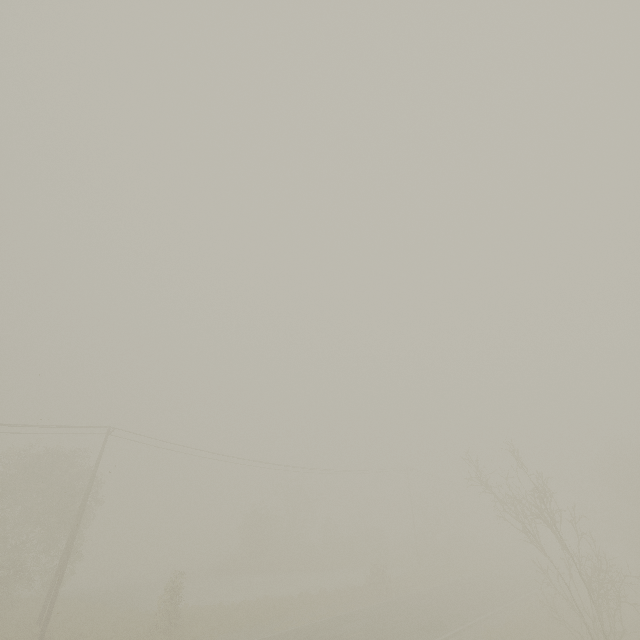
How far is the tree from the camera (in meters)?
41.22

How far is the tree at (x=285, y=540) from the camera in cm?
4122

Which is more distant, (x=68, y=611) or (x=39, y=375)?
(x=68, y=611)
